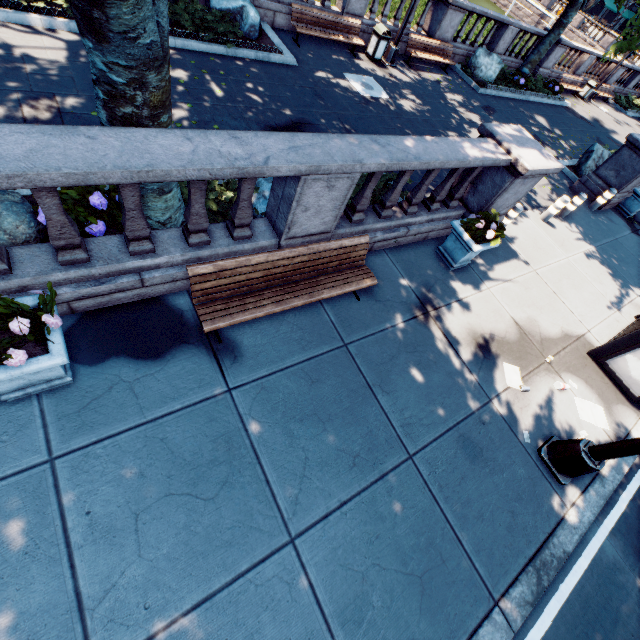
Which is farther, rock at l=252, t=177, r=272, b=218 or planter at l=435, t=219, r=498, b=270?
planter at l=435, t=219, r=498, b=270

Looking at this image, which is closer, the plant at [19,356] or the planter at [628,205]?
the plant at [19,356]

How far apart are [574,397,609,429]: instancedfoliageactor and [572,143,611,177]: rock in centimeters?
1179cm

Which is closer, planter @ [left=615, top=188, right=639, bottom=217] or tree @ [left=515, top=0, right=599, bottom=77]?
planter @ [left=615, top=188, right=639, bottom=217]

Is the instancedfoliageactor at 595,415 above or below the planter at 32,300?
below

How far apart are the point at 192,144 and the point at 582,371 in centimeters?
829cm

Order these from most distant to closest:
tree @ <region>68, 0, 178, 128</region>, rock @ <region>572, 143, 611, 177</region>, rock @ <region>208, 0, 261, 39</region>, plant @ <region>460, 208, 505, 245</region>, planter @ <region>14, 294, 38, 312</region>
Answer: rock @ <region>572, 143, 611, 177</region>
rock @ <region>208, 0, 261, 39</region>
plant @ <region>460, 208, 505, 245</region>
planter @ <region>14, 294, 38, 312</region>
tree @ <region>68, 0, 178, 128</region>

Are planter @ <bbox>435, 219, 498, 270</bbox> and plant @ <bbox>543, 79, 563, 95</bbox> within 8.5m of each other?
no
